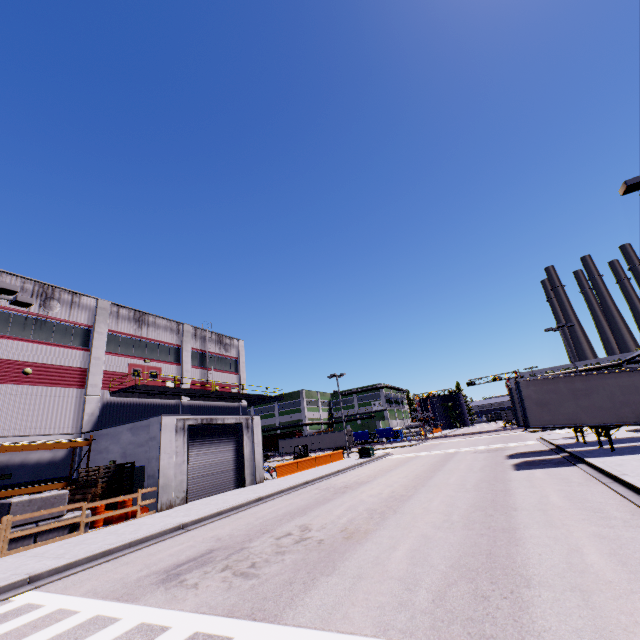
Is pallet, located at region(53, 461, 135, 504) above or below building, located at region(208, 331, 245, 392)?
below

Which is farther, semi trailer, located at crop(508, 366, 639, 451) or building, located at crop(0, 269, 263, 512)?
building, located at crop(0, 269, 263, 512)

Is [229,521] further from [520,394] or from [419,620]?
[520,394]

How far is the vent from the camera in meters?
21.8 m

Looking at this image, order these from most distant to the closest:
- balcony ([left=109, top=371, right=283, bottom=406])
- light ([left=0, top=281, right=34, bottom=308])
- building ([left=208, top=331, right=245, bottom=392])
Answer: building ([left=208, top=331, right=245, bottom=392]) < balcony ([left=109, top=371, right=283, bottom=406]) < light ([left=0, top=281, right=34, bottom=308])

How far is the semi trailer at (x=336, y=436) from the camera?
57.3 meters

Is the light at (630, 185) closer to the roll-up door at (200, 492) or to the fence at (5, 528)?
the roll-up door at (200, 492)

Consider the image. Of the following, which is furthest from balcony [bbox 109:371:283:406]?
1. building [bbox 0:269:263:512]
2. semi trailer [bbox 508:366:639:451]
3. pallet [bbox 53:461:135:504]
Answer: pallet [bbox 53:461:135:504]
